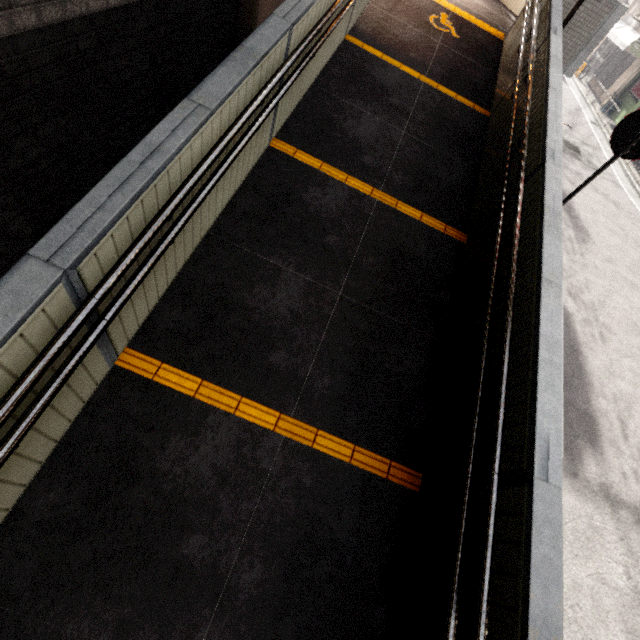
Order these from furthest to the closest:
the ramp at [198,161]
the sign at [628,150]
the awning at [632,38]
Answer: the awning at [632,38], the sign at [628,150], the ramp at [198,161]

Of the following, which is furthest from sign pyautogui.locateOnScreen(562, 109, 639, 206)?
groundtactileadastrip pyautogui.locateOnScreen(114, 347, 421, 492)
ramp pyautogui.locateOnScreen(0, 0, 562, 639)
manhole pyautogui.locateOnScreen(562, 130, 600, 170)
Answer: manhole pyautogui.locateOnScreen(562, 130, 600, 170)

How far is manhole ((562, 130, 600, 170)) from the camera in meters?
11.9

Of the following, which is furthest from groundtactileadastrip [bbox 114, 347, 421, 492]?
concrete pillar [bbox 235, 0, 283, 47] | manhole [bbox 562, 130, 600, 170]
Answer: manhole [bbox 562, 130, 600, 170]

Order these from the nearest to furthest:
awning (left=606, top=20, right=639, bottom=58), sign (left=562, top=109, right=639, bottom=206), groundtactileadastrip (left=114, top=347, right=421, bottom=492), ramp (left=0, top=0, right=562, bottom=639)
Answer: ramp (left=0, top=0, right=562, bottom=639)
groundtactileadastrip (left=114, top=347, right=421, bottom=492)
sign (left=562, top=109, right=639, bottom=206)
awning (left=606, top=20, right=639, bottom=58)

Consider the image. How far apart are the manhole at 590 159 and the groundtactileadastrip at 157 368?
13.96m

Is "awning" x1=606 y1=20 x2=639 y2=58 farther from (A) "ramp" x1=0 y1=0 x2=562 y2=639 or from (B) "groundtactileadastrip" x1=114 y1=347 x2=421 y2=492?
(B) "groundtactileadastrip" x1=114 y1=347 x2=421 y2=492

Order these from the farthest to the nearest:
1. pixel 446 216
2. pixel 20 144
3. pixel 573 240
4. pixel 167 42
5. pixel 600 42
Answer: pixel 600 42 < pixel 573 240 < pixel 446 216 < pixel 167 42 < pixel 20 144
